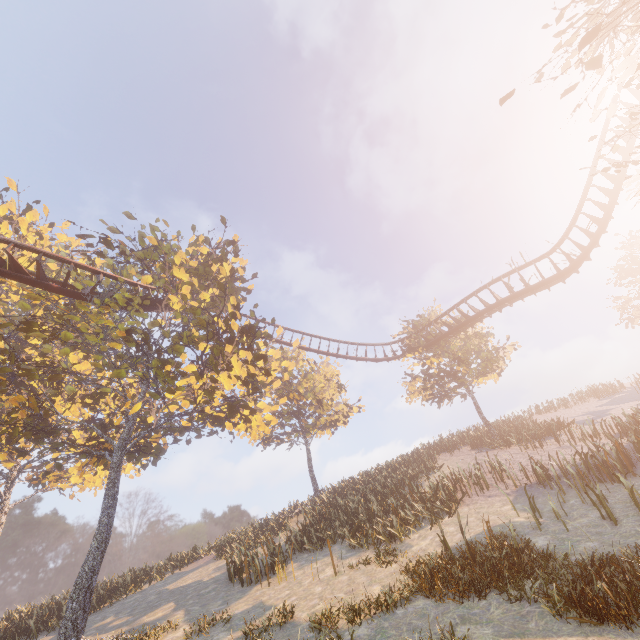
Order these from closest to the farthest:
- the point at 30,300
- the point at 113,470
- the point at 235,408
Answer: the point at 113,470 < the point at 235,408 < the point at 30,300

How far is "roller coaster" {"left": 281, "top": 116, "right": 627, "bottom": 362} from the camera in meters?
17.7

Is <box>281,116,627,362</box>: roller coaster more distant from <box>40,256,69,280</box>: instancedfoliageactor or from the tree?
<box>40,256,69,280</box>: instancedfoliageactor

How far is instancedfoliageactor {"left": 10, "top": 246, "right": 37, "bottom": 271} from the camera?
14.80m

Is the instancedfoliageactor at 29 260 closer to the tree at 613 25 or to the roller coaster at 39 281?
the roller coaster at 39 281

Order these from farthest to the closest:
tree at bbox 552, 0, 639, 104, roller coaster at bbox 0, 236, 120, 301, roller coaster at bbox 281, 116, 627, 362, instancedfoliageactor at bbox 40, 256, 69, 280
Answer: roller coaster at bbox 281, 116, 627, 362, instancedfoliageactor at bbox 40, 256, 69, 280, roller coaster at bbox 0, 236, 120, 301, tree at bbox 552, 0, 639, 104

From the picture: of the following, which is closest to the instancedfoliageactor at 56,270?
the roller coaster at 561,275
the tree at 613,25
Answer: the roller coaster at 561,275

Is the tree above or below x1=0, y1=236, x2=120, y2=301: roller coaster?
below
